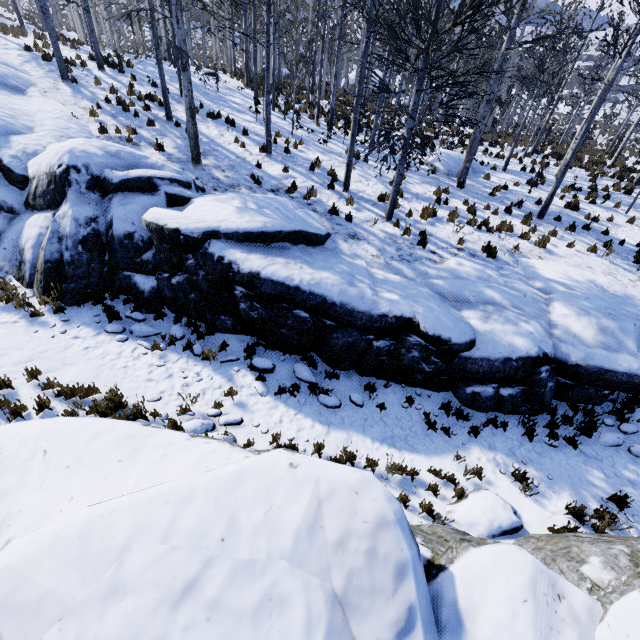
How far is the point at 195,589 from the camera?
2.57m

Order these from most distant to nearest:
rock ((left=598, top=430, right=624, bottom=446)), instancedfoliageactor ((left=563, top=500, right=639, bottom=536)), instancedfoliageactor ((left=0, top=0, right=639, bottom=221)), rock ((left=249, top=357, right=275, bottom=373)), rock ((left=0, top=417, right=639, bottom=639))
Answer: instancedfoliageactor ((left=0, top=0, right=639, bottom=221)), rock ((left=249, top=357, right=275, bottom=373)), rock ((left=598, top=430, right=624, bottom=446)), instancedfoliageactor ((left=563, top=500, right=639, bottom=536)), rock ((left=0, top=417, right=639, bottom=639))

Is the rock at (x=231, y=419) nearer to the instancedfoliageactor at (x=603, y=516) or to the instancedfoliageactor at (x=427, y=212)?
the instancedfoliageactor at (x=603, y=516)

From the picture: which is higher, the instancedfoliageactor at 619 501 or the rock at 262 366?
the rock at 262 366

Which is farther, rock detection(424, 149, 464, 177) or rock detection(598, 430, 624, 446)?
rock detection(424, 149, 464, 177)

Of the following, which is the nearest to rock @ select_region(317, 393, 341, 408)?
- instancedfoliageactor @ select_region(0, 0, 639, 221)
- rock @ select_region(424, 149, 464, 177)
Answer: instancedfoliageactor @ select_region(0, 0, 639, 221)

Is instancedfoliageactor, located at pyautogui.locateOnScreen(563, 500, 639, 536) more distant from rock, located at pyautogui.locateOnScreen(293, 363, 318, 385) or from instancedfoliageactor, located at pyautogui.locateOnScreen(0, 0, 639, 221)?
instancedfoliageactor, located at pyautogui.locateOnScreen(0, 0, 639, 221)
